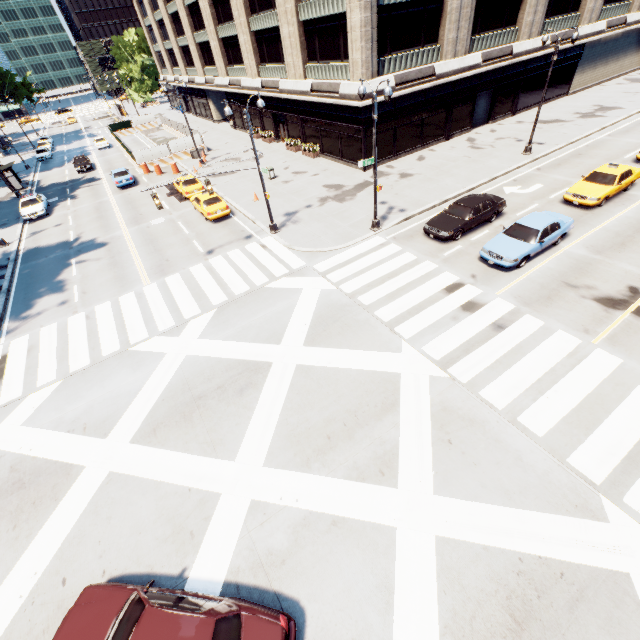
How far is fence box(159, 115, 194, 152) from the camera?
37.1m

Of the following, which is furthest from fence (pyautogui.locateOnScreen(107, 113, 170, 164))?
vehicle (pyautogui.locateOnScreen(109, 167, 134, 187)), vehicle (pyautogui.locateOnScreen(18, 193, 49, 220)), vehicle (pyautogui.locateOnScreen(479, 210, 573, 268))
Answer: vehicle (pyautogui.locateOnScreen(479, 210, 573, 268))

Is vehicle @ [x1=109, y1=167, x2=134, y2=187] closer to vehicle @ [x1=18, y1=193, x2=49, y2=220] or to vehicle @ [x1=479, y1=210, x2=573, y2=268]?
vehicle @ [x1=18, y1=193, x2=49, y2=220]

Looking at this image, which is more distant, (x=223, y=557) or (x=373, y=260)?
(x=373, y=260)

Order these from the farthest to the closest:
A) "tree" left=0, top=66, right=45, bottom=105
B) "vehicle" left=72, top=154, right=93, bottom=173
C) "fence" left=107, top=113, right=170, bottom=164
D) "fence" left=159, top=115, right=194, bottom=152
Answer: "tree" left=0, top=66, right=45, bottom=105
"vehicle" left=72, top=154, right=93, bottom=173
"fence" left=159, top=115, right=194, bottom=152
"fence" left=107, top=113, right=170, bottom=164

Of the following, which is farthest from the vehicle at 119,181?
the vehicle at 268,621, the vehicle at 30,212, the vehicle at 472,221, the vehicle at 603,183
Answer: the vehicle at 603,183

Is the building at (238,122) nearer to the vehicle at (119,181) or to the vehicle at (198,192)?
the vehicle at (198,192)

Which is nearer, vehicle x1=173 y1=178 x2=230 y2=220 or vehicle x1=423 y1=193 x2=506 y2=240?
vehicle x1=423 y1=193 x2=506 y2=240
